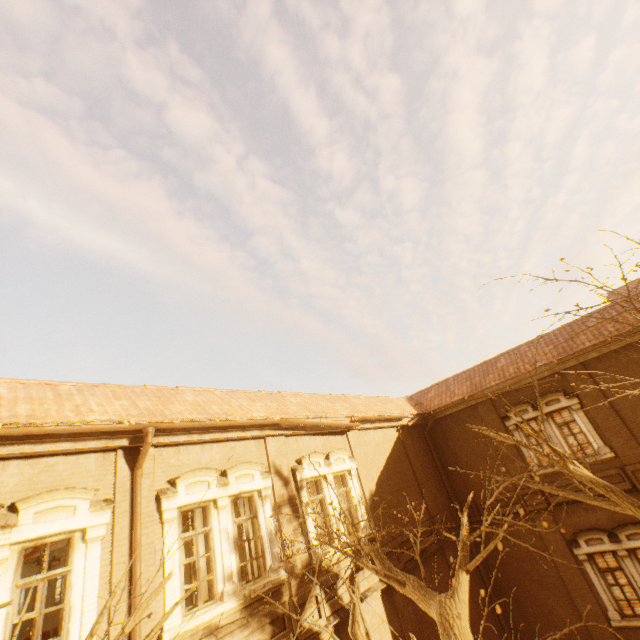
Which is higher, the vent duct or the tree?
the vent duct

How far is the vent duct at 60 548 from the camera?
13.7 meters

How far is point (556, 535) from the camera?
13.0 meters

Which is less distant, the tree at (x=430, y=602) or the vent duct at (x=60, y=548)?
the tree at (x=430, y=602)

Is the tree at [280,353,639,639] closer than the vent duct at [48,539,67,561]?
Yes

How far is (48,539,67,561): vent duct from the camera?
13.7 meters
